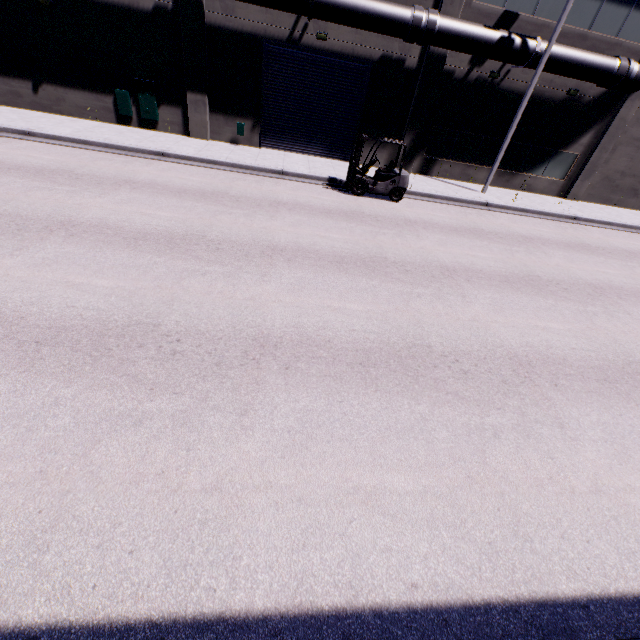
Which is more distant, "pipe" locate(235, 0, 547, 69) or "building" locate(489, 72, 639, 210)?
"building" locate(489, 72, 639, 210)

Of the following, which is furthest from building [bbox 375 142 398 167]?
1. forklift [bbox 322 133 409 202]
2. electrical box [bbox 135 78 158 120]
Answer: forklift [bbox 322 133 409 202]

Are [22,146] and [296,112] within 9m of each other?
no

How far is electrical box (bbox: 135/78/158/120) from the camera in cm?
1491

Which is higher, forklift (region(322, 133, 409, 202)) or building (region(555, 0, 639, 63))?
building (region(555, 0, 639, 63))

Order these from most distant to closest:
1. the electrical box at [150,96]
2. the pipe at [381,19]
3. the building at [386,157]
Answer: the building at [386,157]
the electrical box at [150,96]
the pipe at [381,19]

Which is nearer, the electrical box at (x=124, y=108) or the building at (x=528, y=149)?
the electrical box at (x=124, y=108)

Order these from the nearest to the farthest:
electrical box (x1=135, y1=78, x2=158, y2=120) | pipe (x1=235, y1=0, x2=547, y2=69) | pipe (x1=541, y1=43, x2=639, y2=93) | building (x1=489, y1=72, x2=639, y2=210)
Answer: pipe (x1=235, y1=0, x2=547, y2=69)
pipe (x1=541, y1=43, x2=639, y2=93)
electrical box (x1=135, y1=78, x2=158, y2=120)
building (x1=489, y1=72, x2=639, y2=210)
